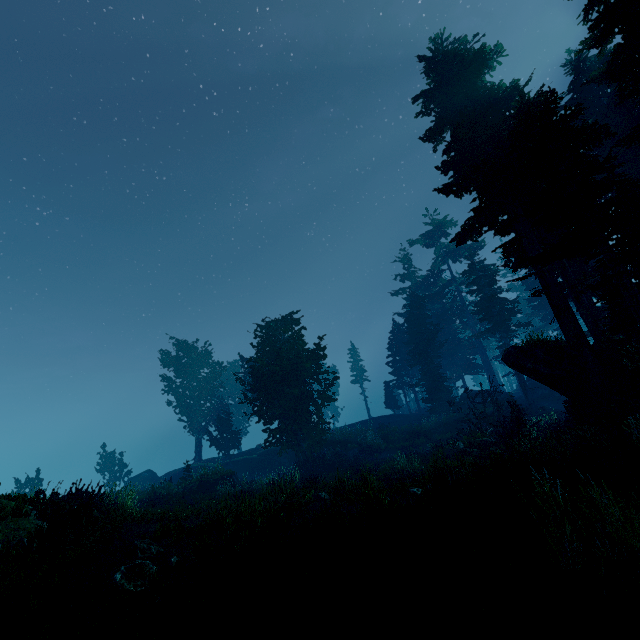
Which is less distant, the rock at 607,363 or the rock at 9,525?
the rock at 9,525

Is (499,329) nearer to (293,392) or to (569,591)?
(293,392)

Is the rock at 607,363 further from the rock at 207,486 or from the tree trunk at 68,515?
the rock at 207,486

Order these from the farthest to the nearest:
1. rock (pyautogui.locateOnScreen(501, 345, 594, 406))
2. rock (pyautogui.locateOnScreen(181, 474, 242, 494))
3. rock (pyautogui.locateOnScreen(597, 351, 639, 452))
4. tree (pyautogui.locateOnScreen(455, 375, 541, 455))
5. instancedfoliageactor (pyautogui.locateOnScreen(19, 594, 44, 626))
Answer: rock (pyautogui.locateOnScreen(181, 474, 242, 494)), tree (pyautogui.locateOnScreen(455, 375, 541, 455)), rock (pyautogui.locateOnScreen(501, 345, 594, 406)), rock (pyautogui.locateOnScreen(597, 351, 639, 452)), instancedfoliageactor (pyautogui.locateOnScreen(19, 594, 44, 626))

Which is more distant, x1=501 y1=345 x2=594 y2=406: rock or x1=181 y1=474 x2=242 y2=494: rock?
x1=181 y1=474 x2=242 y2=494: rock

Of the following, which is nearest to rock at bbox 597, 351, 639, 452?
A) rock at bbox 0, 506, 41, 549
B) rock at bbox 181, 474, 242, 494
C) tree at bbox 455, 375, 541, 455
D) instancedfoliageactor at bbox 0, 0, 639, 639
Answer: instancedfoliageactor at bbox 0, 0, 639, 639

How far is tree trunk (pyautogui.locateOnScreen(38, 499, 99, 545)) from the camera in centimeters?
781cm

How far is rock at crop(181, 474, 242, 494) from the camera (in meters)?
21.48
